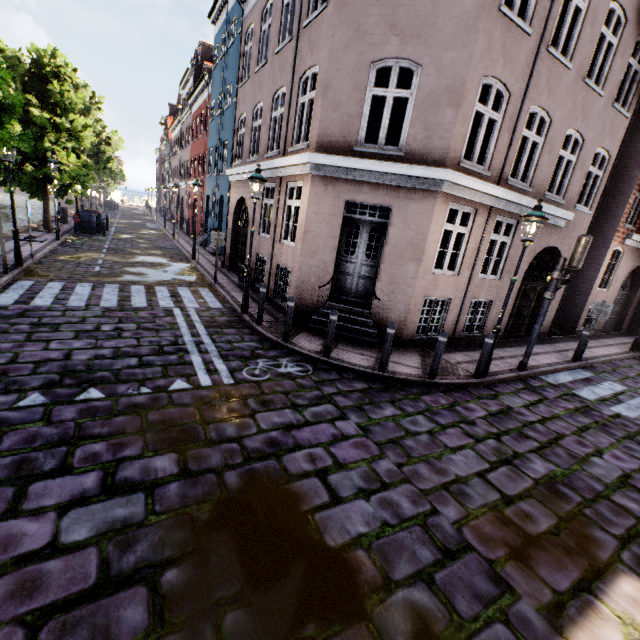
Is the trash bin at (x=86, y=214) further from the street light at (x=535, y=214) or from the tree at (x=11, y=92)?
the street light at (x=535, y=214)

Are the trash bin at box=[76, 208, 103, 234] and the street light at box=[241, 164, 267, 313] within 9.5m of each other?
no

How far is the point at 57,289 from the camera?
8.98m

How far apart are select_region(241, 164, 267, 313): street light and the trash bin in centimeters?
1655cm

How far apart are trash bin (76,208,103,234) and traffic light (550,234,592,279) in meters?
23.3 m

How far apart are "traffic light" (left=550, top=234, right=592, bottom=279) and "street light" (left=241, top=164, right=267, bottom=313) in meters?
7.4

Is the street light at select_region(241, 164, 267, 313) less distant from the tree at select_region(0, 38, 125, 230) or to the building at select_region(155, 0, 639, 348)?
the building at select_region(155, 0, 639, 348)

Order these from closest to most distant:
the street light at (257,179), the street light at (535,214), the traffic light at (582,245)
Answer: the street light at (535,214), the traffic light at (582,245), the street light at (257,179)
